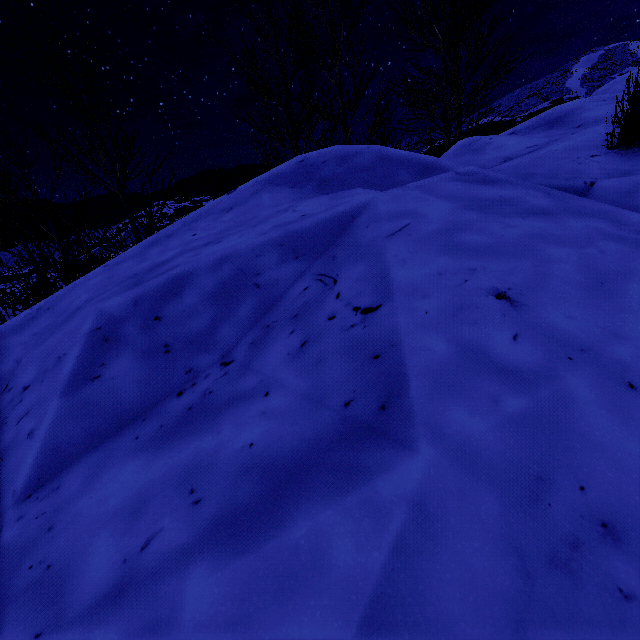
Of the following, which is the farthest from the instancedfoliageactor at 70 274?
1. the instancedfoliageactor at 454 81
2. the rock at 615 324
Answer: the instancedfoliageactor at 454 81

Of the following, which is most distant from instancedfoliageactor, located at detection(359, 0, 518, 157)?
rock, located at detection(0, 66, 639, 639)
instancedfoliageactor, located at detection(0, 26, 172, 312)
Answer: instancedfoliageactor, located at detection(0, 26, 172, 312)

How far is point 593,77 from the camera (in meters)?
59.31

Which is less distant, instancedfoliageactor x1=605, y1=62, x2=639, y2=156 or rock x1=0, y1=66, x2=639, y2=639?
rock x1=0, y1=66, x2=639, y2=639

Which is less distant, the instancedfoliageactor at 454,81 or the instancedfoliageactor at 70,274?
the instancedfoliageactor at 70,274

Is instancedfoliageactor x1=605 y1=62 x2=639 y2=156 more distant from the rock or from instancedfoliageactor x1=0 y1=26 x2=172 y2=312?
instancedfoliageactor x1=0 y1=26 x2=172 y2=312
